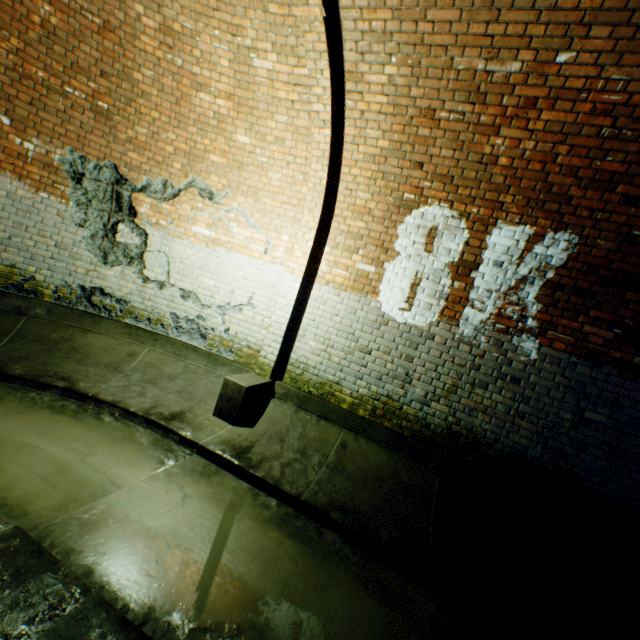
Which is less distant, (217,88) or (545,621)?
(545,621)

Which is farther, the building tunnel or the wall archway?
the wall archway

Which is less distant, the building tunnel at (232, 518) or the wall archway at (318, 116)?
the building tunnel at (232, 518)
